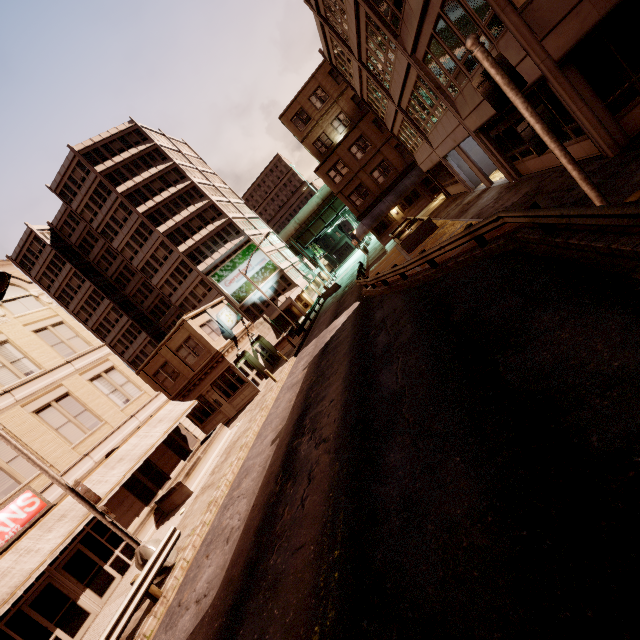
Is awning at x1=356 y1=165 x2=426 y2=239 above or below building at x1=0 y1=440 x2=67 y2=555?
below

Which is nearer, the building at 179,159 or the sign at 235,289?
the building at 179,159

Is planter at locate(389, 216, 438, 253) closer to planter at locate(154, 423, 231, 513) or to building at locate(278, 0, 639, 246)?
building at locate(278, 0, 639, 246)

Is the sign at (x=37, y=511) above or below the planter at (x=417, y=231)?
above

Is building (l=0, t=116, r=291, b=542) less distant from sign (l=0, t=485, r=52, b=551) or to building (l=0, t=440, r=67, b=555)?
building (l=0, t=440, r=67, b=555)

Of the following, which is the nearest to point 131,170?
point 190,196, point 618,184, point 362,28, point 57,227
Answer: point 190,196

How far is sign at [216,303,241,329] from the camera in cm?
2778

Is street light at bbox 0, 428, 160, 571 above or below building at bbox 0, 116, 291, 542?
below
